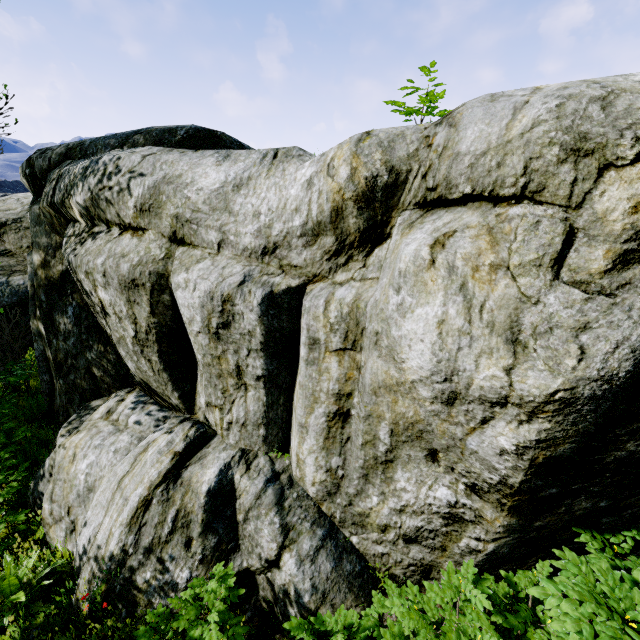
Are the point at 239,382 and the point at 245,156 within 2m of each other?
no
